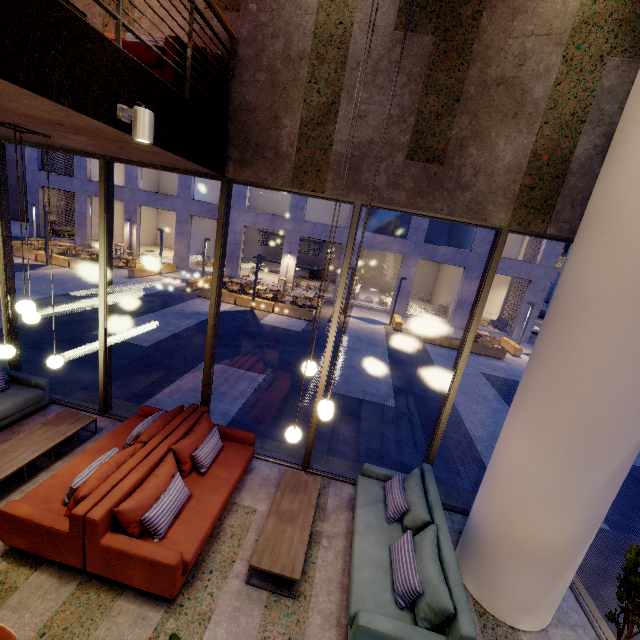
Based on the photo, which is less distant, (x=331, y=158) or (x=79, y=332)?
(x=331, y=158)

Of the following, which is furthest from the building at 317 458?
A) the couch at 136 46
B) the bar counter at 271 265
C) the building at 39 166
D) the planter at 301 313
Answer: the bar counter at 271 265

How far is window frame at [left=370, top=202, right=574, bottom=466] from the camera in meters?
4.3 m

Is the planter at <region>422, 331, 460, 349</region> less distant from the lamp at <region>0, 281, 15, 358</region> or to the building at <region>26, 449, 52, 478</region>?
the building at <region>26, 449, 52, 478</region>

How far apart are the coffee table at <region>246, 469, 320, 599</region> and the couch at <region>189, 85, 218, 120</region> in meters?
5.3 m

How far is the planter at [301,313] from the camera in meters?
16.5

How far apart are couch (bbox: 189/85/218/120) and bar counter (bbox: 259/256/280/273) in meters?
23.4
